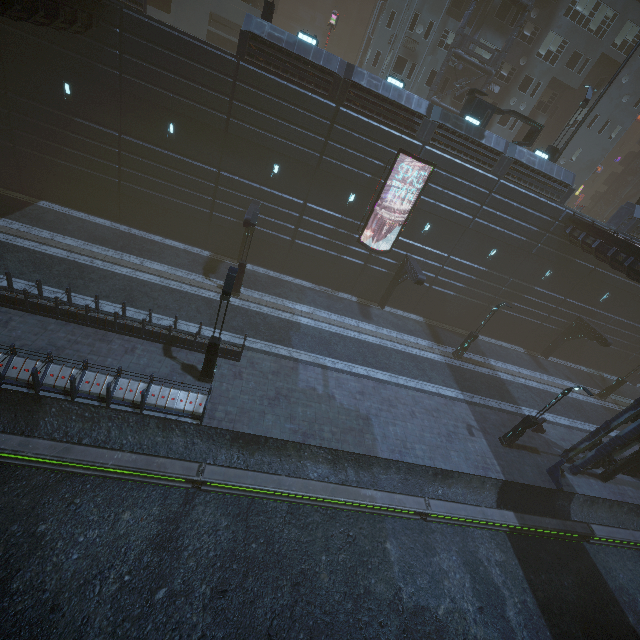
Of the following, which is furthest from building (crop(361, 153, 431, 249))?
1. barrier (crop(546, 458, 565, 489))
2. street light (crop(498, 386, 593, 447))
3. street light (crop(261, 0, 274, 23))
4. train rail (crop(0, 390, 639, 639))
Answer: street light (crop(498, 386, 593, 447))

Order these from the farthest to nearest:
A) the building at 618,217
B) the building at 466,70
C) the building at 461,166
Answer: the building at 466,70, the building at 618,217, the building at 461,166

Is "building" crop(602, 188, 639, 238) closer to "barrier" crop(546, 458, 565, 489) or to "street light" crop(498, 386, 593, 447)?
"barrier" crop(546, 458, 565, 489)

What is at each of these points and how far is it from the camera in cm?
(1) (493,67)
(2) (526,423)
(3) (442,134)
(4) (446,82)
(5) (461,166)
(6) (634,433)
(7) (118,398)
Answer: (1) building structure, 2767
(2) street light, 1781
(3) building, 2069
(4) building, 2909
(5) building, 2130
(6) building, 1680
(7) building, 1252

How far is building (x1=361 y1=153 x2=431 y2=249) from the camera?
21.29m

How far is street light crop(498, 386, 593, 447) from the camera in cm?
1617

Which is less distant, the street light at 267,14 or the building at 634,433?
the building at 634,433
